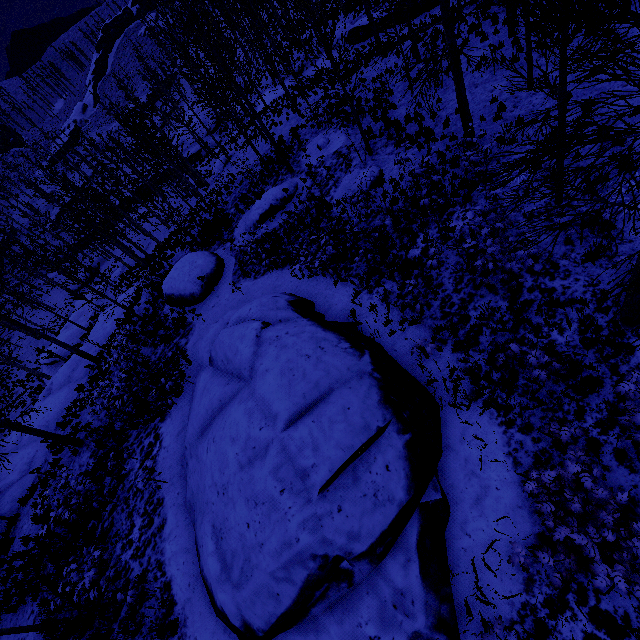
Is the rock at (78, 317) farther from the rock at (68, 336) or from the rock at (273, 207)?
the rock at (273, 207)

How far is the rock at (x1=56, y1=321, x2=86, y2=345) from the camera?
31.5 meters

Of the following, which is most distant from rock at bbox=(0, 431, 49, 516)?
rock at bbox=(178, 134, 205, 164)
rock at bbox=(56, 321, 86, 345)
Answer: rock at bbox=(178, 134, 205, 164)

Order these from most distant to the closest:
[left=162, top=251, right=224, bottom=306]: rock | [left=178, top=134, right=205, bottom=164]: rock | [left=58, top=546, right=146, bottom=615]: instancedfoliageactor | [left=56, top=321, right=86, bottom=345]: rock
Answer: [left=178, top=134, right=205, bottom=164]: rock
[left=56, top=321, right=86, bottom=345]: rock
[left=162, top=251, right=224, bottom=306]: rock
[left=58, top=546, right=146, bottom=615]: instancedfoliageactor

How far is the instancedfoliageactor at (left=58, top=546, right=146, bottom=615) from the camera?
7.83m

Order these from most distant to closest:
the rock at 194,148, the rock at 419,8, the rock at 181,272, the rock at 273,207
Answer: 1. the rock at 194,148
2. the rock at 419,8
3. the rock at 273,207
4. the rock at 181,272

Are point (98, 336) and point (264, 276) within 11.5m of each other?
no

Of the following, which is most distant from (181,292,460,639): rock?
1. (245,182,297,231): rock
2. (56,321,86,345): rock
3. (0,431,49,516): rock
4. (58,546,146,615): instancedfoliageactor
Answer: (56,321,86,345): rock
